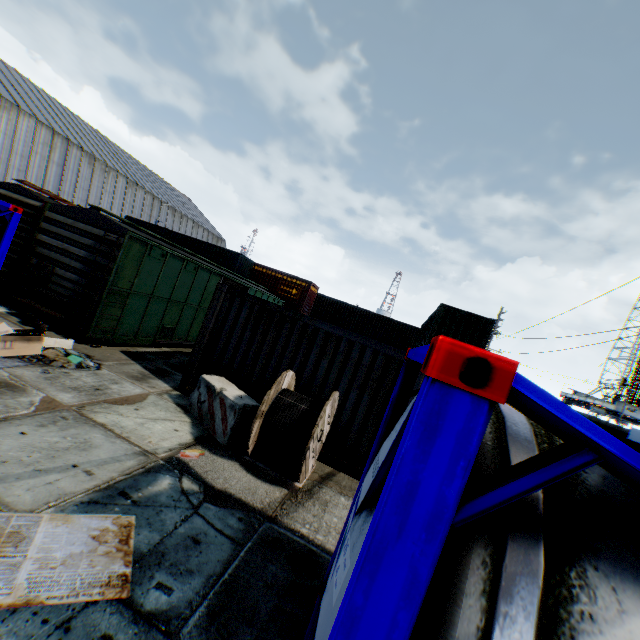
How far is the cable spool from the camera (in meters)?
5.60

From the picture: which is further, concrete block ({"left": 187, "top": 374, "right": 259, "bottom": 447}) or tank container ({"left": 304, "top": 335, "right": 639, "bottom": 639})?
concrete block ({"left": 187, "top": 374, "right": 259, "bottom": 447})

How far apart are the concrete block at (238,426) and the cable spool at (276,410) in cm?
19

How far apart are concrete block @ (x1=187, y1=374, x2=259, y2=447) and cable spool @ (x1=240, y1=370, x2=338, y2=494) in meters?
0.2

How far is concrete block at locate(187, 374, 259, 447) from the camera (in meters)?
6.33

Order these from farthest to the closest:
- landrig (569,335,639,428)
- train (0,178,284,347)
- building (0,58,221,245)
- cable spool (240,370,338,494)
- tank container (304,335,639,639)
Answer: landrig (569,335,639,428) → building (0,58,221,245) → train (0,178,284,347) → cable spool (240,370,338,494) → tank container (304,335,639,639)

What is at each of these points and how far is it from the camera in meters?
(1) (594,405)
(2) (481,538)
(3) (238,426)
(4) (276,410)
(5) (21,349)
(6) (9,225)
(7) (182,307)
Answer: (1) landrig, 52.2 m
(2) tank container, 1.1 m
(3) concrete block, 6.5 m
(4) cable spool, 5.8 m
(5) debris, 6.8 m
(6) tank container, 6.8 m
(7) train, 12.2 m

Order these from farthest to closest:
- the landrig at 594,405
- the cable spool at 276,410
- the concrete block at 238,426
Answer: the landrig at 594,405, the concrete block at 238,426, the cable spool at 276,410
